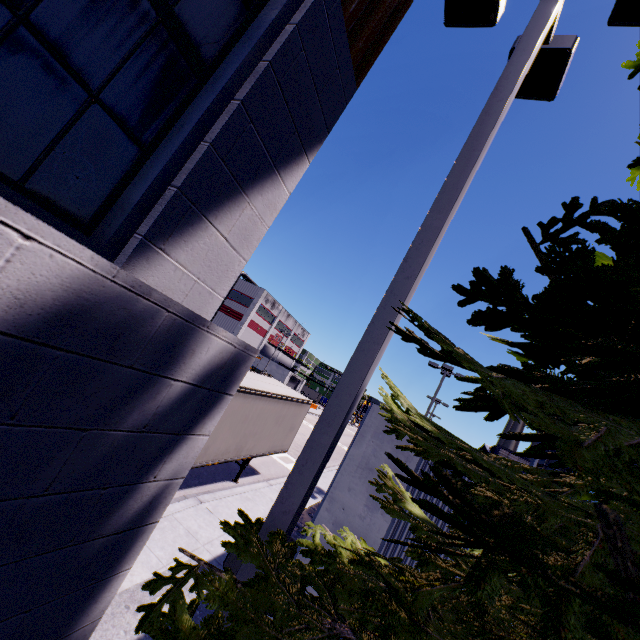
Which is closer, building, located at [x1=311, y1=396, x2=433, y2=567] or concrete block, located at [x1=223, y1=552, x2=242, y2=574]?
building, located at [x1=311, y1=396, x2=433, y2=567]

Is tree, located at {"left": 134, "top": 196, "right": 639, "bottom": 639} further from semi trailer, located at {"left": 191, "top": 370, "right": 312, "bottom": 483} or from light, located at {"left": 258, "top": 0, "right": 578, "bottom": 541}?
semi trailer, located at {"left": 191, "top": 370, "right": 312, "bottom": 483}

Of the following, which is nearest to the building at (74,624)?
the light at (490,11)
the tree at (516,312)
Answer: the tree at (516,312)

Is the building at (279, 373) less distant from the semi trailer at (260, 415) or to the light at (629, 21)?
the semi trailer at (260, 415)

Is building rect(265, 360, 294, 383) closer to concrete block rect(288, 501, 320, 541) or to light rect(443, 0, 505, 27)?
concrete block rect(288, 501, 320, 541)

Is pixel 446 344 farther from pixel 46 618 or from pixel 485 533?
pixel 46 618

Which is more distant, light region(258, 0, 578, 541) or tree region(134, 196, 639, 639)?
light region(258, 0, 578, 541)

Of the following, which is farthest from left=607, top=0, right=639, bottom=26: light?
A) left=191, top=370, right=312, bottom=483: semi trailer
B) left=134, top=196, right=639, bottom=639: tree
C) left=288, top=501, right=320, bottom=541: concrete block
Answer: left=191, top=370, right=312, bottom=483: semi trailer
